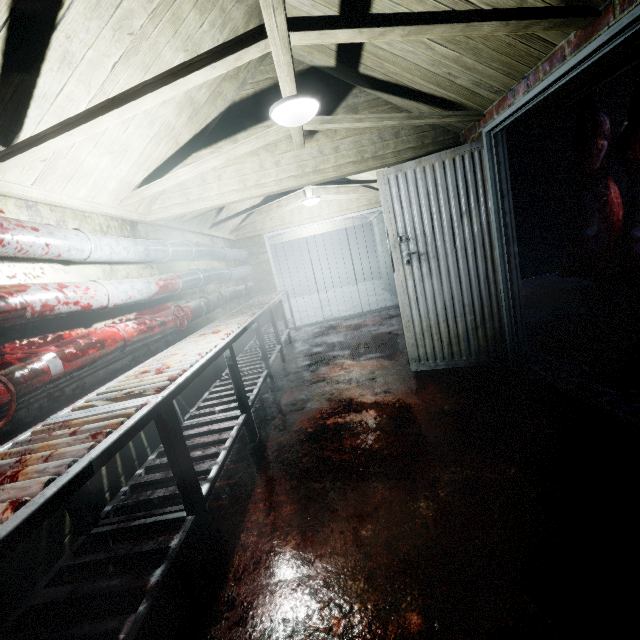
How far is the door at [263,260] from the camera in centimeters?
630cm

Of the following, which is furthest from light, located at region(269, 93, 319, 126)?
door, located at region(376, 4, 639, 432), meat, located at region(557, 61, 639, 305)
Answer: meat, located at region(557, 61, 639, 305)

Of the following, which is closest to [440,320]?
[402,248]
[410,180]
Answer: [402,248]

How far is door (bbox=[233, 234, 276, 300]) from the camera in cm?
630

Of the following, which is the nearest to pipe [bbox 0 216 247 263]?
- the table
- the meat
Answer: the table

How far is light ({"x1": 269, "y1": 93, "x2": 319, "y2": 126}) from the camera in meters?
2.0

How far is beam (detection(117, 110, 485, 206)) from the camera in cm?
249

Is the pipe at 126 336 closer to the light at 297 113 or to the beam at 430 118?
the beam at 430 118
